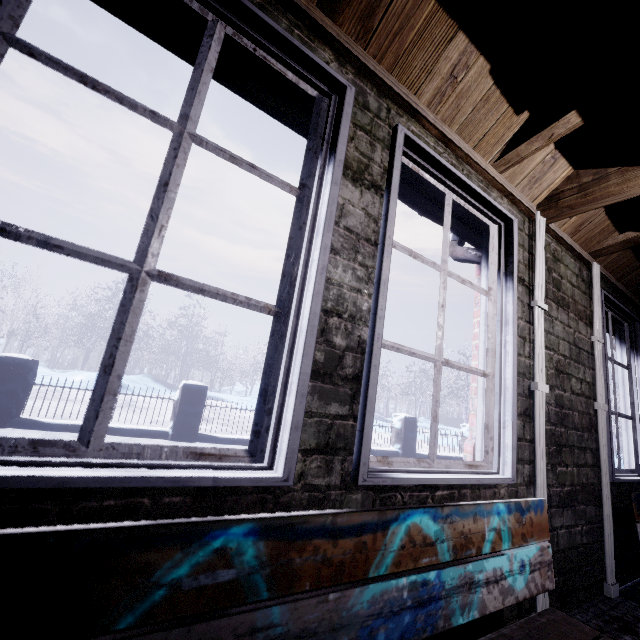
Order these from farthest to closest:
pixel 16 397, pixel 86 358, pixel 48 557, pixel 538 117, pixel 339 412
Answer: pixel 86 358 < pixel 16 397 < pixel 538 117 < pixel 339 412 < pixel 48 557

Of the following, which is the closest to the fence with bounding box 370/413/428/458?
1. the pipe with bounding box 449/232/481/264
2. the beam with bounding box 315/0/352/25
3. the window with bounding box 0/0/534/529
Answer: the window with bounding box 0/0/534/529

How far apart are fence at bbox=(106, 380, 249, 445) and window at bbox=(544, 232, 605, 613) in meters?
4.0

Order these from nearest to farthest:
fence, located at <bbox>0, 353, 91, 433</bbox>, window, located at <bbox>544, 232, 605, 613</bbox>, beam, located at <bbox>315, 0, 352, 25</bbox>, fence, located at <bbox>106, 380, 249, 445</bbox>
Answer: beam, located at <bbox>315, 0, 352, 25</bbox> < window, located at <bbox>544, 232, 605, 613</bbox> < fence, located at <bbox>0, 353, 91, 433</bbox> < fence, located at <bbox>106, 380, 249, 445</bbox>

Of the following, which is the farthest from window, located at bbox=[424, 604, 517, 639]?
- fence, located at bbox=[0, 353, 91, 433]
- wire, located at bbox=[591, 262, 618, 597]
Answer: fence, located at bbox=[0, 353, 91, 433]

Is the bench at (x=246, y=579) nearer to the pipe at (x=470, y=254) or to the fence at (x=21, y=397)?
the pipe at (x=470, y=254)

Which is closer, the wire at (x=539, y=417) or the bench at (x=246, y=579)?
the bench at (x=246, y=579)

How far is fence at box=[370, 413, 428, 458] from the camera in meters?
7.1
